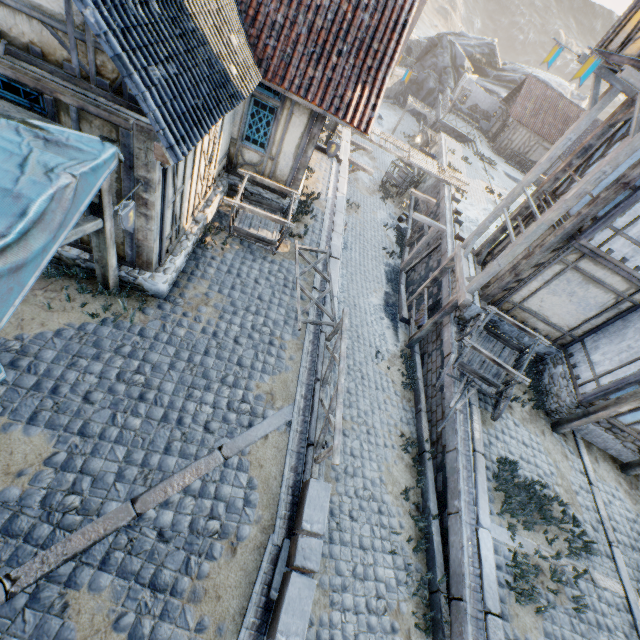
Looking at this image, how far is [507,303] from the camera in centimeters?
1017cm

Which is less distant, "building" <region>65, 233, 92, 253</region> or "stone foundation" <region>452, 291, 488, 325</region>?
"building" <region>65, 233, 92, 253</region>

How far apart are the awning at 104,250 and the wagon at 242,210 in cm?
320

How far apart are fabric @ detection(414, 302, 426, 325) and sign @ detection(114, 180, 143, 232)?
10.1 meters

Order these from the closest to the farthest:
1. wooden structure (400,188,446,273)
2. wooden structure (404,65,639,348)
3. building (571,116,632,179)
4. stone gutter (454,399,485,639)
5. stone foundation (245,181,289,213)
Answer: stone gutter (454,399,485,639) < wooden structure (404,65,639,348) < building (571,116,632,179) < stone foundation (245,181,289,213) < wooden structure (400,188,446,273)

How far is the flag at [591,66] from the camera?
6.3 meters

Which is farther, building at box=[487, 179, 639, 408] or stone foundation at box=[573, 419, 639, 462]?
stone foundation at box=[573, 419, 639, 462]

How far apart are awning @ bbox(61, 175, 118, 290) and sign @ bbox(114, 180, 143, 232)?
0.3 meters
